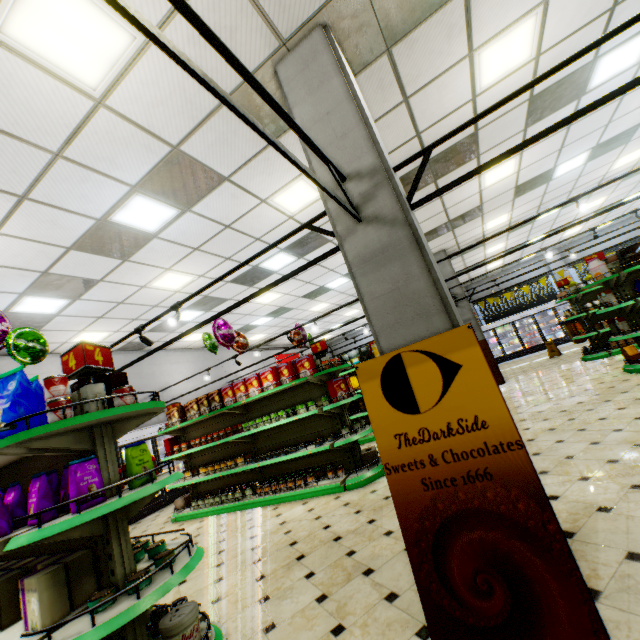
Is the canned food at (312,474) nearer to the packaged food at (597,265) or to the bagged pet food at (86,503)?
the bagged pet food at (86,503)

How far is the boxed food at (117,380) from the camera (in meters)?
2.77

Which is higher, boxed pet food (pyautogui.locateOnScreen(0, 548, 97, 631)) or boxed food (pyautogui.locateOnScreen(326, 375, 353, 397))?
boxed food (pyautogui.locateOnScreen(326, 375, 353, 397))

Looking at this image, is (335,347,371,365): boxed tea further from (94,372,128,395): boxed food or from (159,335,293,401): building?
(94,372,128,395): boxed food

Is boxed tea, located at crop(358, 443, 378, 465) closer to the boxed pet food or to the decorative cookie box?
the boxed pet food

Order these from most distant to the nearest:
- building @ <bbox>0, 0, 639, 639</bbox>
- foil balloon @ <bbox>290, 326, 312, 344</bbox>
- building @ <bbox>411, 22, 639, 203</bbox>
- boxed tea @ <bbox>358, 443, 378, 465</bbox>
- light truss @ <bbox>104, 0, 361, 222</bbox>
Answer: foil balloon @ <bbox>290, 326, 312, 344</bbox>, boxed tea @ <bbox>358, 443, 378, 465</bbox>, building @ <bbox>411, 22, 639, 203</bbox>, building @ <bbox>0, 0, 639, 639</bbox>, light truss @ <bbox>104, 0, 361, 222</bbox>

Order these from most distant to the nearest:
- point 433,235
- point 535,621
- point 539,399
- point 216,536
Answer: point 433,235 < point 539,399 < point 216,536 < point 535,621

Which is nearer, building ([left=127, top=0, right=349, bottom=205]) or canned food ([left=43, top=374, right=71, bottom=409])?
canned food ([left=43, top=374, right=71, bottom=409])
